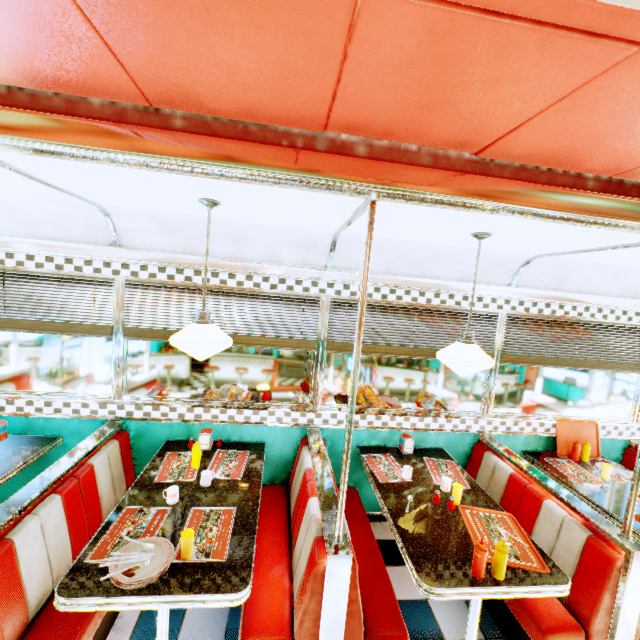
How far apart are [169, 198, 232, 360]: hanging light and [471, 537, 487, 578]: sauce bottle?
2.03m

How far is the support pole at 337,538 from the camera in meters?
1.8

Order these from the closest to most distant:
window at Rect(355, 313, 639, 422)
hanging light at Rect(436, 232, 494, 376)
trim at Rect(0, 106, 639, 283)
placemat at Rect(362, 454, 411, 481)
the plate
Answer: trim at Rect(0, 106, 639, 283)
the plate
hanging light at Rect(436, 232, 494, 376)
placemat at Rect(362, 454, 411, 481)
window at Rect(355, 313, 639, 422)

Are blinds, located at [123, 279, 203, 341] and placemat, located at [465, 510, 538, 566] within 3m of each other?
yes

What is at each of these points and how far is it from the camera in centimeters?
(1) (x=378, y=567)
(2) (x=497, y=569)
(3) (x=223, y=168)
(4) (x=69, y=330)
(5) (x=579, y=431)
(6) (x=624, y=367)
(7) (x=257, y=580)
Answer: (1) seat, 251cm
(2) sauce bottle, 197cm
(3) trim, 126cm
(4) blinds, 305cm
(5) food tray, 378cm
(6) blinds, 380cm
(7) seat, 231cm

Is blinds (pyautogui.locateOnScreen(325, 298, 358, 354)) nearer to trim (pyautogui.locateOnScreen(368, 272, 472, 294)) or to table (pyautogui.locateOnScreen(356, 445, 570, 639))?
trim (pyautogui.locateOnScreen(368, 272, 472, 294))

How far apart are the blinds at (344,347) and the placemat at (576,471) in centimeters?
132cm

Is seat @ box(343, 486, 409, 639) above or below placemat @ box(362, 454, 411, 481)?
below
